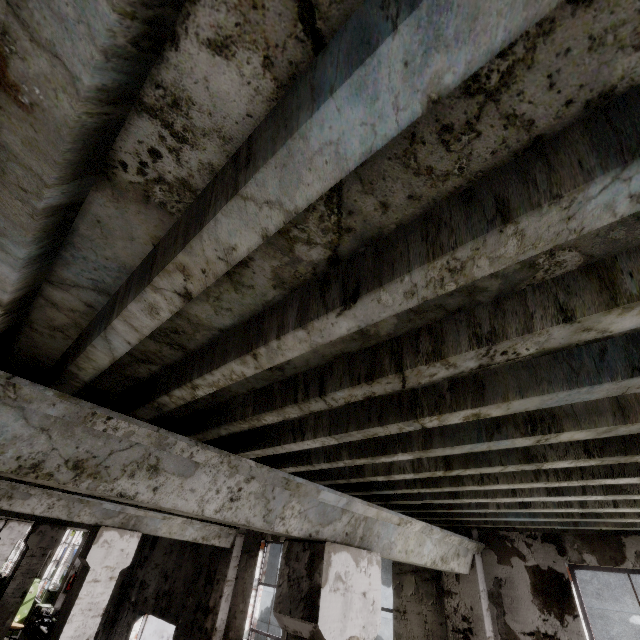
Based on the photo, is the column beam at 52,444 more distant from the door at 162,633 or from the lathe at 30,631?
the lathe at 30,631

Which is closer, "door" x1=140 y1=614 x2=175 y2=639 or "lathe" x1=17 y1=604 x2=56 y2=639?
"door" x1=140 y1=614 x2=175 y2=639

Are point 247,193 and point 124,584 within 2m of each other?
no

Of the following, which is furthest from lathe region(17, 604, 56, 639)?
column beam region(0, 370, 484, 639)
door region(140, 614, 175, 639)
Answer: Answer: column beam region(0, 370, 484, 639)

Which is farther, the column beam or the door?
the door

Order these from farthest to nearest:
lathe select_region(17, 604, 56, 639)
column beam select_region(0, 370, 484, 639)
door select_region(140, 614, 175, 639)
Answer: lathe select_region(17, 604, 56, 639), door select_region(140, 614, 175, 639), column beam select_region(0, 370, 484, 639)

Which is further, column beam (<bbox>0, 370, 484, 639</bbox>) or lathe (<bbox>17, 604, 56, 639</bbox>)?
lathe (<bbox>17, 604, 56, 639</bbox>)
